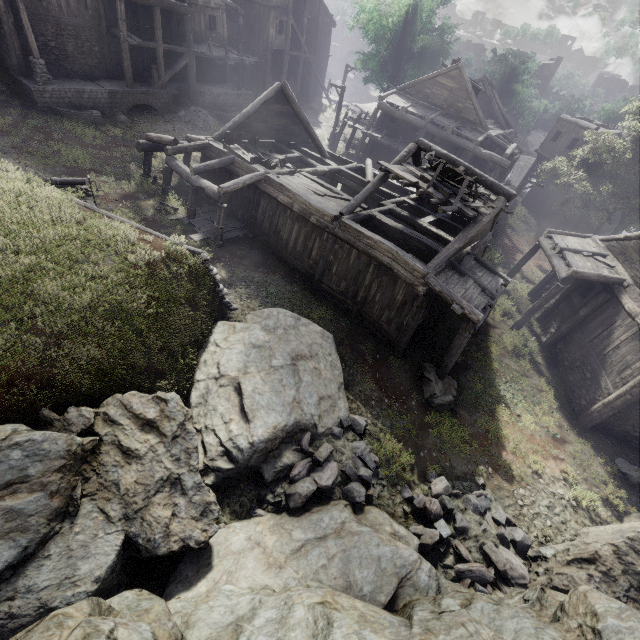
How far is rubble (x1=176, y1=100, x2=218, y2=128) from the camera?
24.0 meters

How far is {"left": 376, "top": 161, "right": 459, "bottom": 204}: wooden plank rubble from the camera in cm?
1252

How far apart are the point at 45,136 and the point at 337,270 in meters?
17.9

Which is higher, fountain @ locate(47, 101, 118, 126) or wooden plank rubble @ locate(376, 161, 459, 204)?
wooden plank rubble @ locate(376, 161, 459, 204)

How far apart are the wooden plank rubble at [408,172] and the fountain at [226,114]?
17.8m

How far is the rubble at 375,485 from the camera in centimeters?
829cm

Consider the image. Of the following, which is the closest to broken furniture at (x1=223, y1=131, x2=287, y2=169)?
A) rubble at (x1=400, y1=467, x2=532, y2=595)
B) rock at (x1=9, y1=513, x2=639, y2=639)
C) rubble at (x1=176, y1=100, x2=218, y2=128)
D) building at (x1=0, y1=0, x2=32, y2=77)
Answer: building at (x1=0, y1=0, x2=32, y2=77)

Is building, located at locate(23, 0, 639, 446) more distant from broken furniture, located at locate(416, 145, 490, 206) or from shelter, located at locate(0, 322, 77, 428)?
shelter, located at locate(0, 322, 77, 428)
